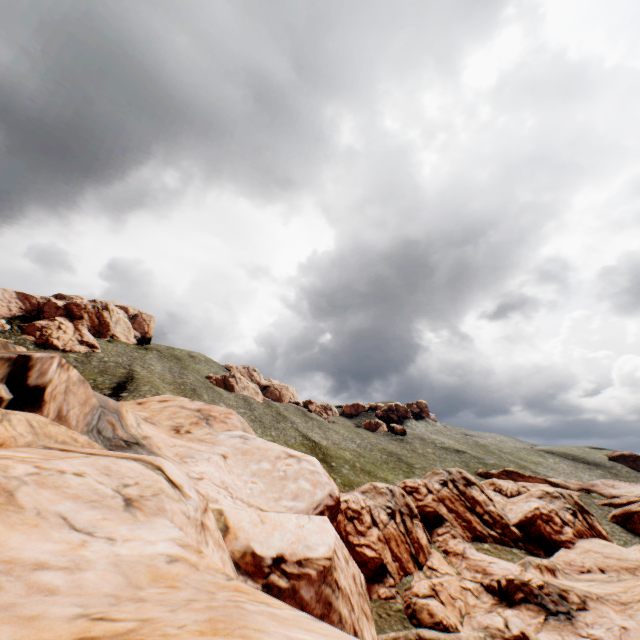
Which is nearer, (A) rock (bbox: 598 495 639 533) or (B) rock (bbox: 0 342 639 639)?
(B) rock (bbox: 0 342 639 639)

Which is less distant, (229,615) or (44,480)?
(229,615)

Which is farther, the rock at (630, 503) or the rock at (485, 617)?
the rock at (630, 503)
